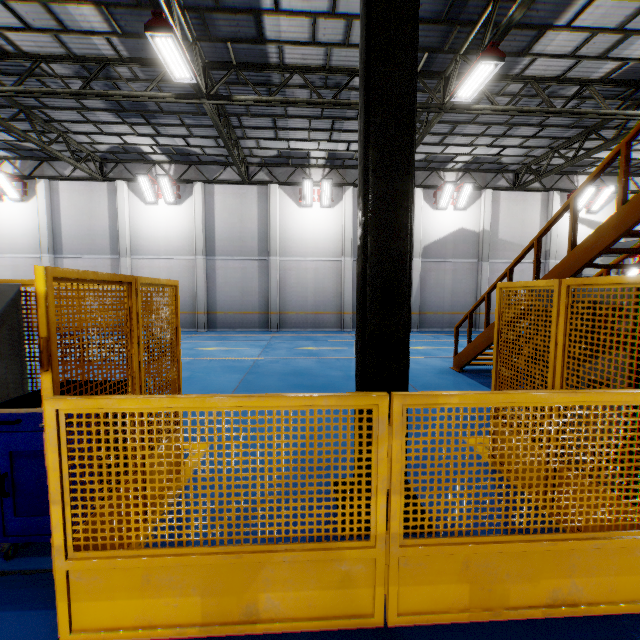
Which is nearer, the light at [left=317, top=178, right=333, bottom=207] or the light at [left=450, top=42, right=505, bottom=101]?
the light at [left=450, top=42, right=505, bottom=101]

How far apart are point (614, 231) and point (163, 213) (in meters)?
18.56

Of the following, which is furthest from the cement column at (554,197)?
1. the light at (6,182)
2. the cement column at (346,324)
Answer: the light at (6,182)

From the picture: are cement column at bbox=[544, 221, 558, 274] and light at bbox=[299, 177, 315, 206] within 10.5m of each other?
no

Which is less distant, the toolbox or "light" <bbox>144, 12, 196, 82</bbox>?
the toolbox

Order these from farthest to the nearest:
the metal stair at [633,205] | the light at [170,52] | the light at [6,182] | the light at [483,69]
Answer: the light at [6,182], the light at [483,69], the light at [170,52], the metal stair at [633,205]

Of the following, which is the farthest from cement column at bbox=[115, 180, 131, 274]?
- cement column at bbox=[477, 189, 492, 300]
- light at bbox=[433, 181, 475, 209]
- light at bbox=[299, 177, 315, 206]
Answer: cement column at bbox=[477, 189, 492, 300]

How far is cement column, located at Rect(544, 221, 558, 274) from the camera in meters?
18.4
